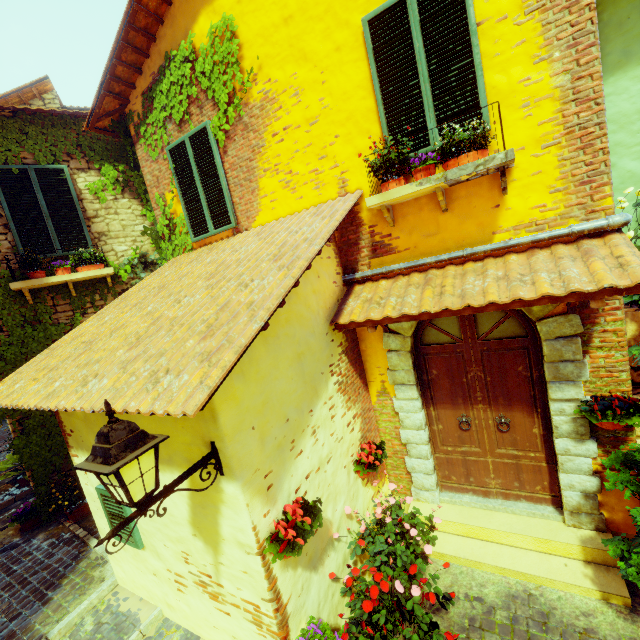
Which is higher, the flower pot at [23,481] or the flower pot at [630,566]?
the flower pot at [23,481]

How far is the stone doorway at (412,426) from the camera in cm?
443

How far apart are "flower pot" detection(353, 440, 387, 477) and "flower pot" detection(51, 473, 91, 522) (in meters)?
5.30

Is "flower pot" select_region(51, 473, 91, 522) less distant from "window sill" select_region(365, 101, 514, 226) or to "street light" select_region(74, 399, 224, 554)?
"street light" select_region(74, 399, 224, 554)

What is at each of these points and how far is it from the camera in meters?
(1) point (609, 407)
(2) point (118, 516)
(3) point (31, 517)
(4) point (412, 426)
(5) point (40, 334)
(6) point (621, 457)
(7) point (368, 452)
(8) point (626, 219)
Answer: (1) flower pot, 3.4 m
(2) window, 3.7 m
(3) flower pot, 5.9 m
(4) stone doorway, 4.7 m
(5) vines, 5.9 m
(6) flower pot, 3.4 m
(7) flower pot, 4.2 m
(8) pipe, 3.0 m

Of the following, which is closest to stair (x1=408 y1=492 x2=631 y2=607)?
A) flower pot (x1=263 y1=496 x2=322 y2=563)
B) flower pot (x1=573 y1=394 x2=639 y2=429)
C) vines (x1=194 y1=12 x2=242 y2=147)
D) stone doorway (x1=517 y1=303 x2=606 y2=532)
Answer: vines (x1=194 y1=12 x2=242 y2=147)

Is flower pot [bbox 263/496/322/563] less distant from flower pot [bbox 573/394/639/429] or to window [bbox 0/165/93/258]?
flower pot [bbox 573/394/639/429]

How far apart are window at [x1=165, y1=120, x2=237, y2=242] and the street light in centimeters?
375cm
